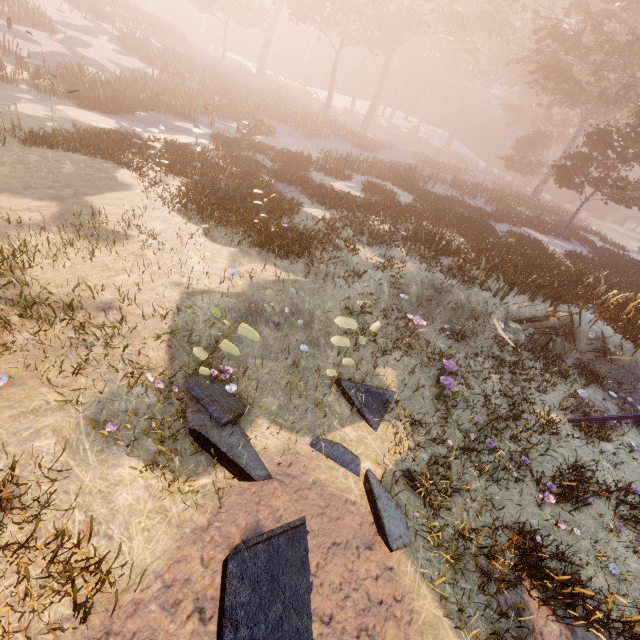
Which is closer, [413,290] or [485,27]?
[413,290]

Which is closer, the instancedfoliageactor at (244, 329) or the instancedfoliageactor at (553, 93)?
the instancedfoliageactor at (244, 329)

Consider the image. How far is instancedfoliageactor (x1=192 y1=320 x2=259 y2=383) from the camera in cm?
548

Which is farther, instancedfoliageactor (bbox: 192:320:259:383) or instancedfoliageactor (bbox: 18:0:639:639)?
instancedfoliageactor (bbox: 18:0:639:639)

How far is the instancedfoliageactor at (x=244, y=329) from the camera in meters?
5.5
